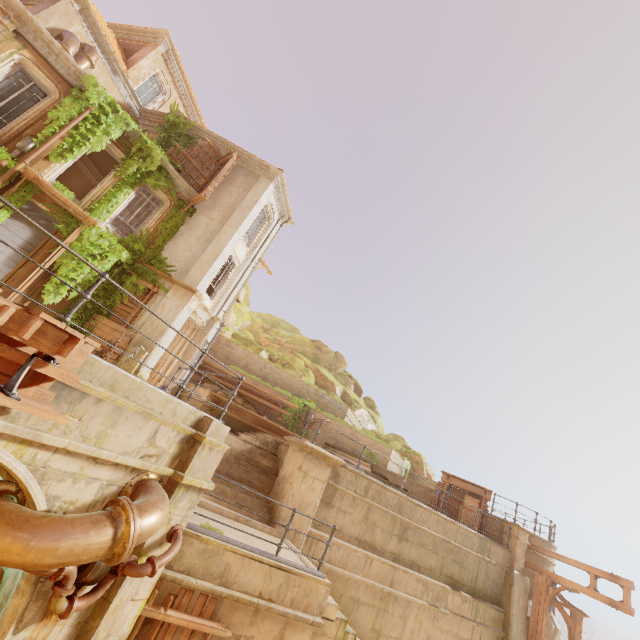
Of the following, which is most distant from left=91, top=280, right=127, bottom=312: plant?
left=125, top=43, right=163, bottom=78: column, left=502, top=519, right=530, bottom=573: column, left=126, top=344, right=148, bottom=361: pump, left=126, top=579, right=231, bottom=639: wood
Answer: left=502, top=519, right=530, bottom=573: column

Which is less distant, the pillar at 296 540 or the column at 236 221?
the pillar at 296 540

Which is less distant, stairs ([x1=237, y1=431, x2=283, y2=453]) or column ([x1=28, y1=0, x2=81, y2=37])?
stairs ([x1=237, y1=431, x2=283, y2=453])

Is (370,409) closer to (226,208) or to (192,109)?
(226,208)

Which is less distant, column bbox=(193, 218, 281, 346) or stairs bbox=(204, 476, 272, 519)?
stairs bbox=(204, 476, 272, 519)

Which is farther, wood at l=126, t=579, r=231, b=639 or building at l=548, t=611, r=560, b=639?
building at l=548, t=611, r=560, b=639

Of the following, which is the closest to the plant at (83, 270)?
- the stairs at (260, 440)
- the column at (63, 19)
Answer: the column at (63, 19)

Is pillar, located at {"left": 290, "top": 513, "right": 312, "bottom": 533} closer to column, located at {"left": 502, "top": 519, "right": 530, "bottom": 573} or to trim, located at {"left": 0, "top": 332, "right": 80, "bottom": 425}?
trim, located at {"left": 0, "top": 332, "right": 80, "bottom": 425}
